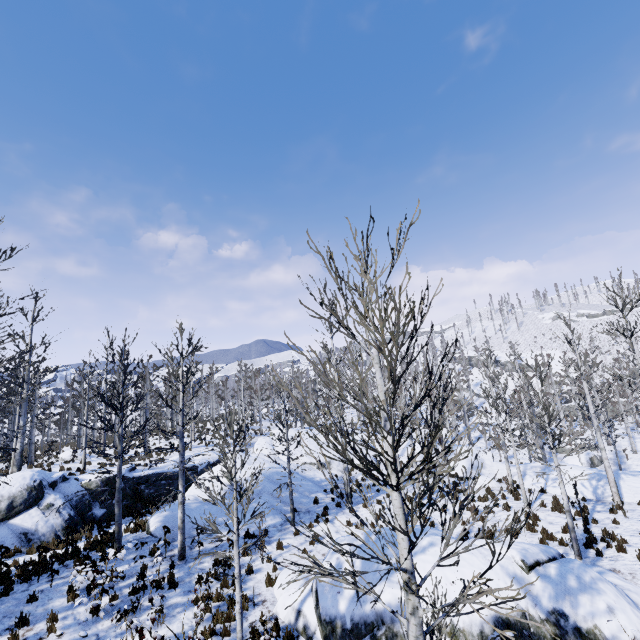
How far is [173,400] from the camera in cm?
1232

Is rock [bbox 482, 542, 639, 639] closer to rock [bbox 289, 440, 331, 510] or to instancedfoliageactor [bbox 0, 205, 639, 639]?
instancedfoliageactor [bbox 0, 205, 639, 639]

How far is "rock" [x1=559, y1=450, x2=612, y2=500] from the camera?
17.9 meters

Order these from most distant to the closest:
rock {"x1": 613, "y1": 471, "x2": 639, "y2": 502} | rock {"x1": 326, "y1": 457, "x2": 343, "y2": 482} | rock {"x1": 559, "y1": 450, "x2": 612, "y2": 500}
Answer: rock {"x1": 326, "y1": 457, "x2": 343, "y2": 482} → rock {"x1": 559, "y1": 450, "x2": 612, "y2": 500} → rock {"x1": 613, "y1": 471, "x2": 639, "y2": 502}

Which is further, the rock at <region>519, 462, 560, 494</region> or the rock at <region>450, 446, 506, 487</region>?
the rock at <region>450, 446, 506, 487</region>

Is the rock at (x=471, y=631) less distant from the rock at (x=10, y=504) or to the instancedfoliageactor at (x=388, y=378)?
the instancedfoliageactor at (x=388, y=378)

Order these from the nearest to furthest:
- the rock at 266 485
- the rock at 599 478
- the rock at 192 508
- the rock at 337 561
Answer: the rock at 337 561
the rock at 192 508
the rock at 266 485
the rock at 599 478
